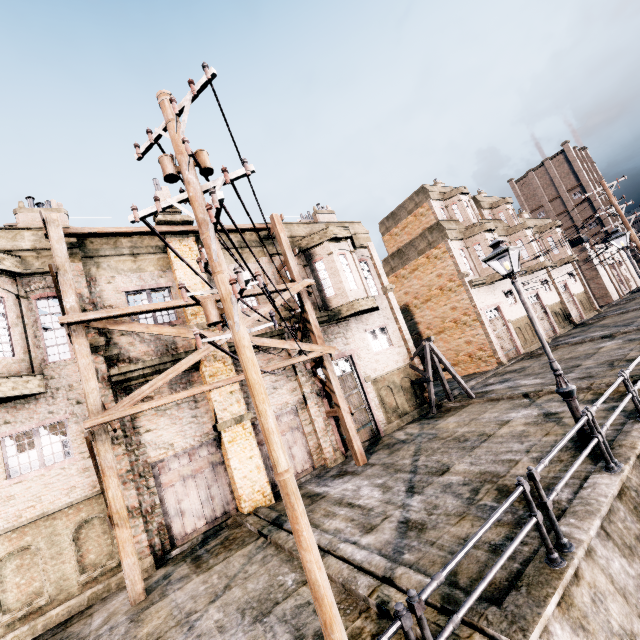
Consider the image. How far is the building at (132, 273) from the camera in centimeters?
1198cm

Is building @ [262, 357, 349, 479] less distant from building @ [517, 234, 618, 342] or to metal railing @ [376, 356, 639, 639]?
building @ [517, 234, 618, 342]

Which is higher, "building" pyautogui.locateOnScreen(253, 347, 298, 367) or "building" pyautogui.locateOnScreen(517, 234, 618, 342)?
"building" pyautogui.locateOnScreen(253, 347, 298, 367)

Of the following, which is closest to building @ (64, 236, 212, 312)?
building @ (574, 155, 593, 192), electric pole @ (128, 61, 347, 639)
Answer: electric pole @ (128, 61, 347, 639)

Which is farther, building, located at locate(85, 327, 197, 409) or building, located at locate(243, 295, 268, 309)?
building, located at locate(243, 295, 268, 309)

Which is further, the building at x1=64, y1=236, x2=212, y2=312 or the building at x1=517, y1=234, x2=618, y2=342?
the building at x1=517, y1=234, x2=618, y2=342

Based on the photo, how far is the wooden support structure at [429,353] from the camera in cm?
1748

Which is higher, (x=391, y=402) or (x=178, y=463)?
(x=178, y=463)
